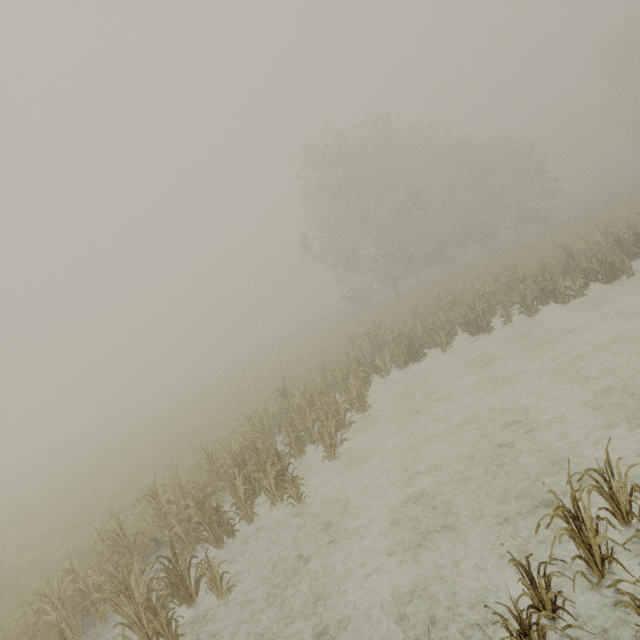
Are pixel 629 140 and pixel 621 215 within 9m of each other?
no
